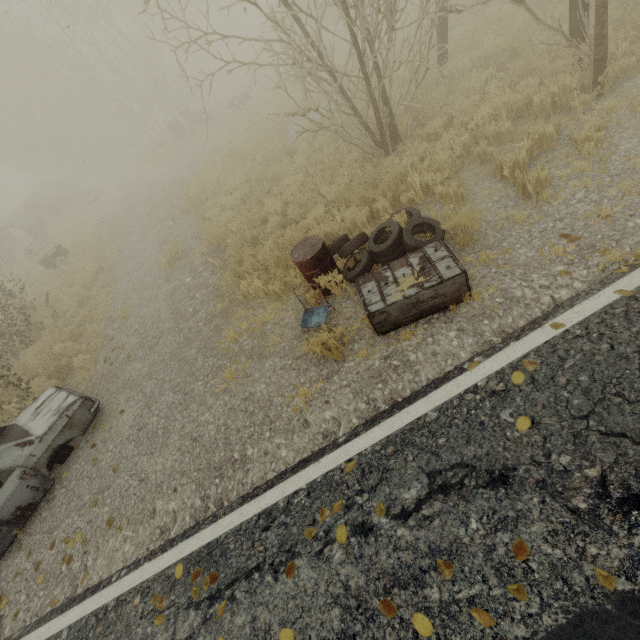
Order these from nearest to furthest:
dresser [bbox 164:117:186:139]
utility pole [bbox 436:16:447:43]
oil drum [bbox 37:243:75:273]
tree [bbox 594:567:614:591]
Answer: tree [bbox 594:567:614:591]
utility pole [bbox 436:16:447:43]
oil drum [bbox 37:243:75:273]
dresser [bbox 164:117:186:139]

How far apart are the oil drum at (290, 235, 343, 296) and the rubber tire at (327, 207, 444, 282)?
0.0m

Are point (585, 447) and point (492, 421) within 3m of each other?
yes

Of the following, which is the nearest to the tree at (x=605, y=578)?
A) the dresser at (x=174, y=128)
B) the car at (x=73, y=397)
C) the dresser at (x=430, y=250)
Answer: the dresser at (x=430, y=250)

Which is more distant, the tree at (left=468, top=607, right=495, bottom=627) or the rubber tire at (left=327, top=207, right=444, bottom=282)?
the rubber tire at (left=327, top=207, right=444, bottom=282)

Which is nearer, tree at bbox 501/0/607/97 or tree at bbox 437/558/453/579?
tree at bbox 437/558/453/579

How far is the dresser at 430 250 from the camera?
4.0 meters
